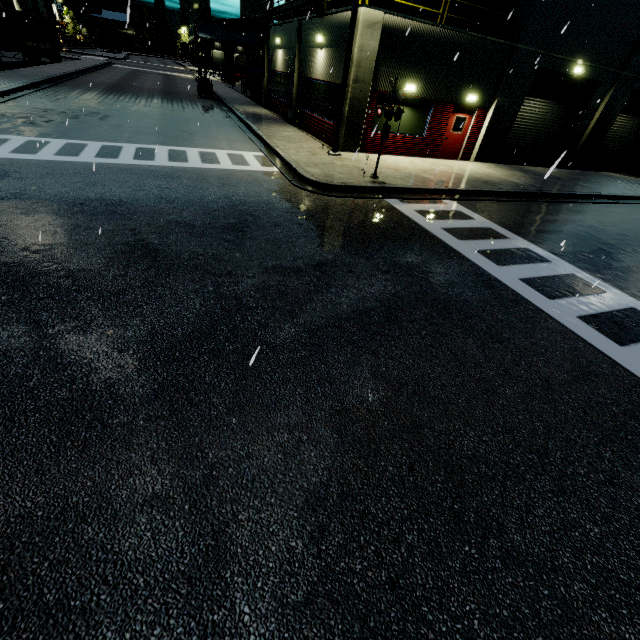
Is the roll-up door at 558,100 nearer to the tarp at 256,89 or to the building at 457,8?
the building at 457,8

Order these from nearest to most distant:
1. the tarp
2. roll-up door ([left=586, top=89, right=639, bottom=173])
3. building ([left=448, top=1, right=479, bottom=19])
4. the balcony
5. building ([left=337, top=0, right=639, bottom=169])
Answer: building ([left=337, top=0, right=639, bottom=169])
building ([left=448, top=1, right=479, bottom=19])
the balcony
roll-up door ([left=586, top=89, right=639, bottom=173])
the tarp

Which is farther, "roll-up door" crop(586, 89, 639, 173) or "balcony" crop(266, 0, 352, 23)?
"roll-up door" crop(586, 89, 639, 173)

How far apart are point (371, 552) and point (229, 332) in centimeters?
304cm

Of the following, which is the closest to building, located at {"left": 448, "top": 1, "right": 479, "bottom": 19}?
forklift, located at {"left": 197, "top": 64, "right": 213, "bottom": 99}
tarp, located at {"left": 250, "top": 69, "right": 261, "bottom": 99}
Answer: tarp, located at {"left": 250, "top": 69, "right": 261, "bottom": 99}

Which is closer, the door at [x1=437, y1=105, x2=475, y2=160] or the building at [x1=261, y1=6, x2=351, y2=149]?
the building at [x1=261, y1=6, x2=351, y2=149]

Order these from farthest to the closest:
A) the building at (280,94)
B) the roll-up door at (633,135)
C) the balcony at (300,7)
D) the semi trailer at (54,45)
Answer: the semi trailer at (54,45) → the roll-up door at (633,135) → the balcony at (300,7) → the building at (280,94)

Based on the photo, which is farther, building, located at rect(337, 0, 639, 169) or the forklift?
the forklift
